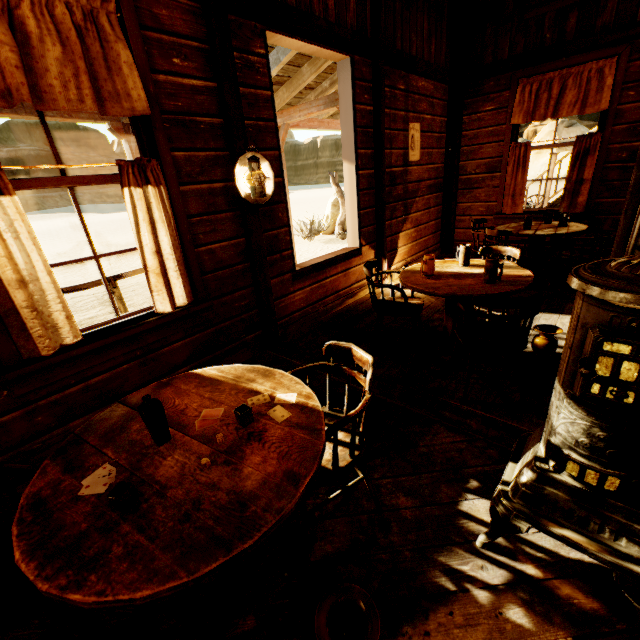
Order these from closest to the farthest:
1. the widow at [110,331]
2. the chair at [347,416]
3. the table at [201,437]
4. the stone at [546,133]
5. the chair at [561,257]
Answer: the table at [201,437] → the chair at [347,416] → the widow at [110,331] → the chair at [561,257] → the stone at [546,133]

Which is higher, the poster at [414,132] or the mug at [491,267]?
the poster at [414,132]

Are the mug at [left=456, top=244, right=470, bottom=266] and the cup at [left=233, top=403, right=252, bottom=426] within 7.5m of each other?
yes

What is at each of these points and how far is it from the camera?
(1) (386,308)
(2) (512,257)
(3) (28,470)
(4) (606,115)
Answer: (1) chair, 3.17m
(2) chair, 3.23m
(3) chair, 1.36m
(4) widow, 4.72m

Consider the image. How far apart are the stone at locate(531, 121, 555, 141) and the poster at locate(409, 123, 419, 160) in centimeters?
3880cm

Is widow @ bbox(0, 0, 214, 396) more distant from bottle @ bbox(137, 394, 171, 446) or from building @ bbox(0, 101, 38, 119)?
bottle @ bbox(137, 394, 171, 446)

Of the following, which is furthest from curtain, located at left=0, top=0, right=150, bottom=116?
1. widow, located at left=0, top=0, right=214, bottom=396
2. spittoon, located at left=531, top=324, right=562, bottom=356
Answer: spittoon, located at left=531, top=324, right=562, bottom=356

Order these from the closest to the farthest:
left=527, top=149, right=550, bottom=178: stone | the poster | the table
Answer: the table, the poster, left=527, top=149, right=550, bottom=178: stone
